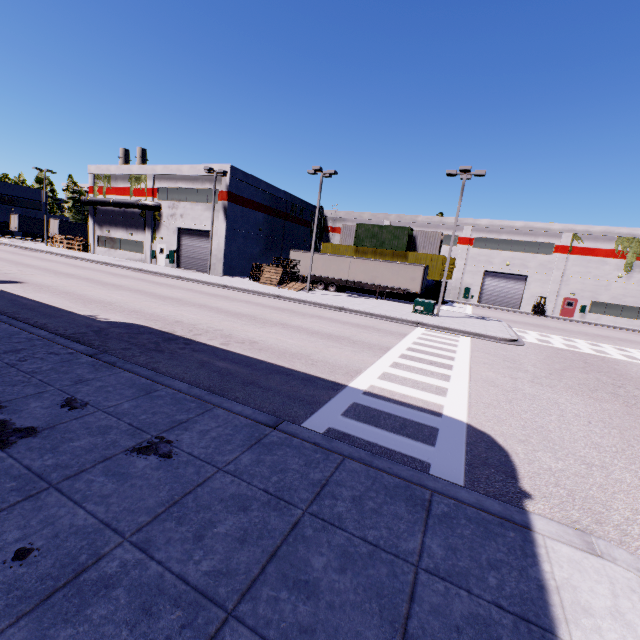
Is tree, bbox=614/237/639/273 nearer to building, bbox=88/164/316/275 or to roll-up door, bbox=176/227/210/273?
building, bbox=88/164/316/275

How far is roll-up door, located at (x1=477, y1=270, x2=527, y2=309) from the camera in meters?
41.3 m

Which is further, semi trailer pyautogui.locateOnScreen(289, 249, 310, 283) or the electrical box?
semi trailer pyautogui.locateOnScreen(289, 249, 310, 283)

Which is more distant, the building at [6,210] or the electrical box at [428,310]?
the building at [6,210]

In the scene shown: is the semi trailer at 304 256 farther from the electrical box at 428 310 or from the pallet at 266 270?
the electrical box at 428 310

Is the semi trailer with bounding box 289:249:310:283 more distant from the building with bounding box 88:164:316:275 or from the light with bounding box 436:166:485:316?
the light with bounding box 436:166:485:316

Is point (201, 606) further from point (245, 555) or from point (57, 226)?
point (57, 226)

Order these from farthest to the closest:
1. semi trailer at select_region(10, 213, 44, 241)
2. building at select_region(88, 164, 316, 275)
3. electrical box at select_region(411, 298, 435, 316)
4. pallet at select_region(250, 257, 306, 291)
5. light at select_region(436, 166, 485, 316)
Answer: semi trailer at select_region(10, 213, 44, 241), building at select_region(88, 164, 316, 275), pallet at select_region(250, 257, 306, 291), electrical box at select_region(411, 298, 435, 316), light at select_region(436, 166, 485, 316)
